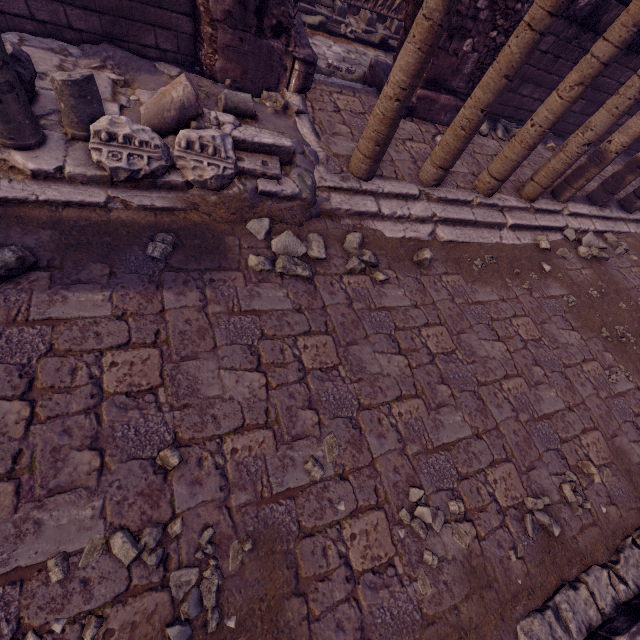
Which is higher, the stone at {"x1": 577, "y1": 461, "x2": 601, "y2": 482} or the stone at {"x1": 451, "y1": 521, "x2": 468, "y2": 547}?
the stone at {"x1": 577, "y1": 461, "x2": 601, "y2": 482}

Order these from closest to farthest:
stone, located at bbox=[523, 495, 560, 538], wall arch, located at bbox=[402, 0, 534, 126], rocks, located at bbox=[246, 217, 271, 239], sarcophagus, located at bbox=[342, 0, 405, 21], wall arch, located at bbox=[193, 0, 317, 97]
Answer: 1. stone, located at bbox=[523, 495, 560, 538]
2. rocks, located at bbox=[246, 217, 271, 239]
3. wall arch, located at bbox=[193, 0, 317, 97]
4. wall arch, located at bbox=[402, 0, 534, 126]
5. sarcophagus, located at bbox=[342, 0, 405, 21]

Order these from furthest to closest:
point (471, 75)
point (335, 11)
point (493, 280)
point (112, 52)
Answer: point (335, 11), point (471, 75), point (493, 280), point (112, 52)

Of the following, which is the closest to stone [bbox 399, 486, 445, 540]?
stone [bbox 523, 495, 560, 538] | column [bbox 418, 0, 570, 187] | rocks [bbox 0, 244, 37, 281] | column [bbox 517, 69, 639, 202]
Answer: stone [bbox 523, 495, 560, 538]

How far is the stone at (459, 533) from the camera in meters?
2.6 m

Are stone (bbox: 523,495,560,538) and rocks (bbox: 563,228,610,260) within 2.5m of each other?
no

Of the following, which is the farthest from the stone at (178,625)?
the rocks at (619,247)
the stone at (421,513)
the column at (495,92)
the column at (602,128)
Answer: the rocks at (619,247)

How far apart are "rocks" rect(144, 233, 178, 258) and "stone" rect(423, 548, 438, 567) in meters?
2.9
